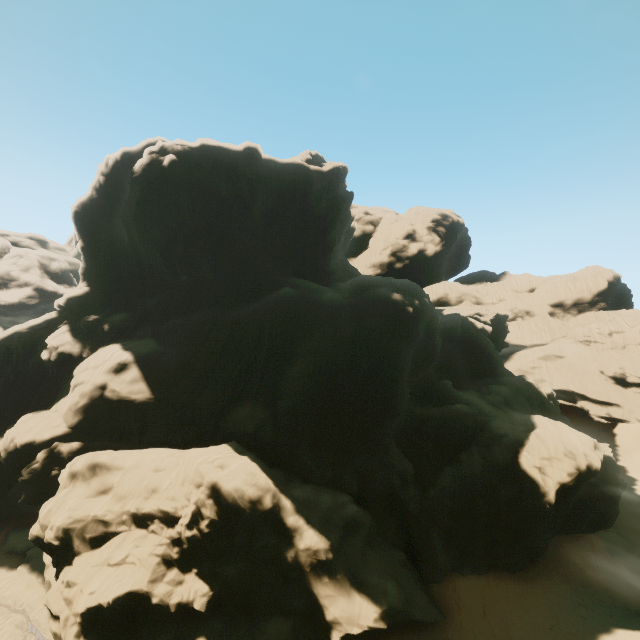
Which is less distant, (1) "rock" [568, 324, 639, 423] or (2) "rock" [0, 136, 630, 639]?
(2) "rock" [0, 136, 630, 639]

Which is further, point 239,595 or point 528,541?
point 528,541

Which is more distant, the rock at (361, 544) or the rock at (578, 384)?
the rock at (578, 384)
